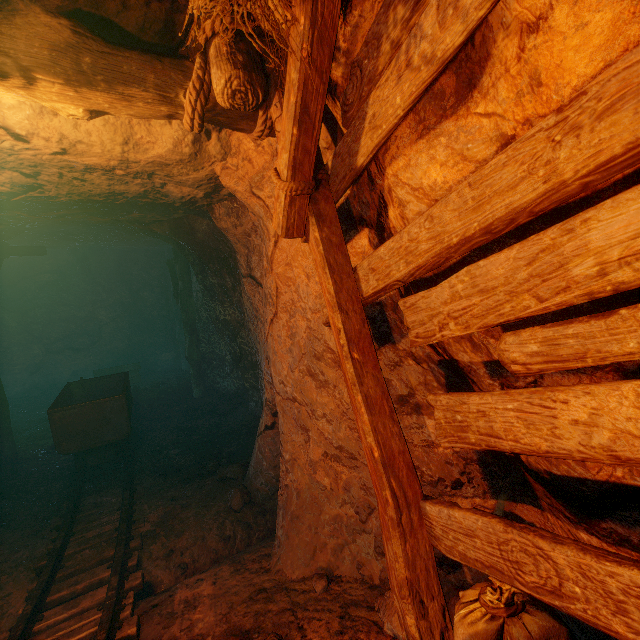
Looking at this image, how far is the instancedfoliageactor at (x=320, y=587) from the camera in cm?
269

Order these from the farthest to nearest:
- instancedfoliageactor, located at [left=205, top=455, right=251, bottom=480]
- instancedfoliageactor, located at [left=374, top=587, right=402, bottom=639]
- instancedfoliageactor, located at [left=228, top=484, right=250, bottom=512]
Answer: instancedfoliageactor, located at [left=205, top=455, right=251, bottom=480]
instancedfoliageactor, located at [left=228, top=484, right=250, bottom=512]
instancedfoliageactor, located at [left=374, top=587, right=402, bottom=639]

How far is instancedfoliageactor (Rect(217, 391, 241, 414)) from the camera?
8.0 meters

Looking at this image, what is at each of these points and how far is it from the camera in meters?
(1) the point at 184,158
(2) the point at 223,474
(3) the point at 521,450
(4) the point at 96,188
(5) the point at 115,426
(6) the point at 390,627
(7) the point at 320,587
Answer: (1) cave, 3.3 m
(2) instancedfoliageactor, 5.2 m
(3) burlap sack, 1.2 m
(4) burlap sack, 3.8 m
(5) tracks, 5.3 m
(6) instancedfoliageactor, 2.1 m
(7) instancedfoliageactor, 2.7 m

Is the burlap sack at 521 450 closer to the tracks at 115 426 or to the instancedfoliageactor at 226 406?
the tracks at 115 426

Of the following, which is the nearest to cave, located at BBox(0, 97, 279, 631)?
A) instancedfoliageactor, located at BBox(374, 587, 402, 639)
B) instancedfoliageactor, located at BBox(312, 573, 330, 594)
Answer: instancedfoliageactor, located at BBox(312, 573, 330, 594)

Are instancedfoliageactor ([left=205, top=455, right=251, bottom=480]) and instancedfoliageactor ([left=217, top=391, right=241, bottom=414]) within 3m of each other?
yes

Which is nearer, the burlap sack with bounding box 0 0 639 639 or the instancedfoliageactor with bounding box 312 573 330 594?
the burlap sack with bounding box 0 0 639 639
